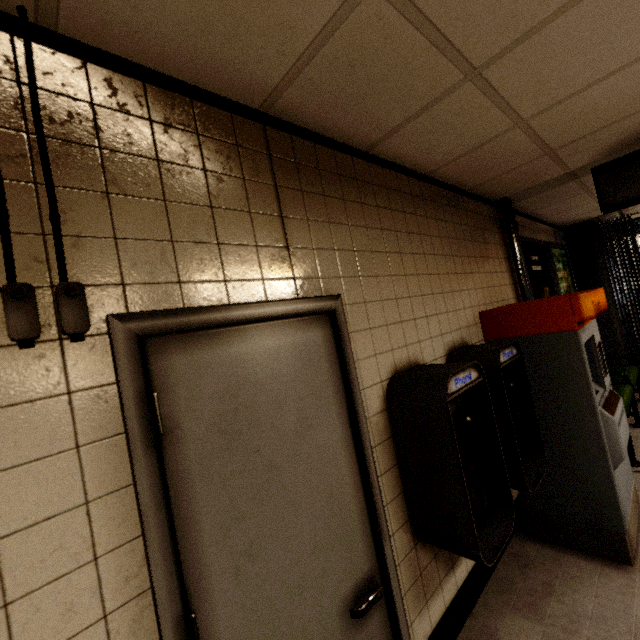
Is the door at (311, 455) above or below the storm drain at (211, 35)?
below

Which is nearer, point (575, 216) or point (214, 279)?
point (214, 279)

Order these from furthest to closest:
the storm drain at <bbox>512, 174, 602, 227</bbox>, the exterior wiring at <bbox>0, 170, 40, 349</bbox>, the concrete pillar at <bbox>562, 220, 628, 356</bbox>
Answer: the concrete pillar at <bbox>562, 220, 628, 356</bbox> → the storm drain at <bbox>512, 174, 602, 227</bbox> → the exterior wiring at <bbox>0, 170, 40, 349</bbox>

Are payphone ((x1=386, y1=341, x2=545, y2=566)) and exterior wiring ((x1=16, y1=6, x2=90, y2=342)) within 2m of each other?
yes

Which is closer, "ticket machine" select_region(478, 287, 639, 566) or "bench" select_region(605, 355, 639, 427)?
"ticket machine" select_region(478, 287, 639, 566)

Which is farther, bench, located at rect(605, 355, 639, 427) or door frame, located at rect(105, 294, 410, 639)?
bench, located at rect(605, 355, 639, 427)

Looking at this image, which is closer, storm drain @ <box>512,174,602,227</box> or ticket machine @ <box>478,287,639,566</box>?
ticket machine @ <box>478,287,639,566</box>

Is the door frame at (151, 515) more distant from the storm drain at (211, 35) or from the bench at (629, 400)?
the bench at (629, 400)
